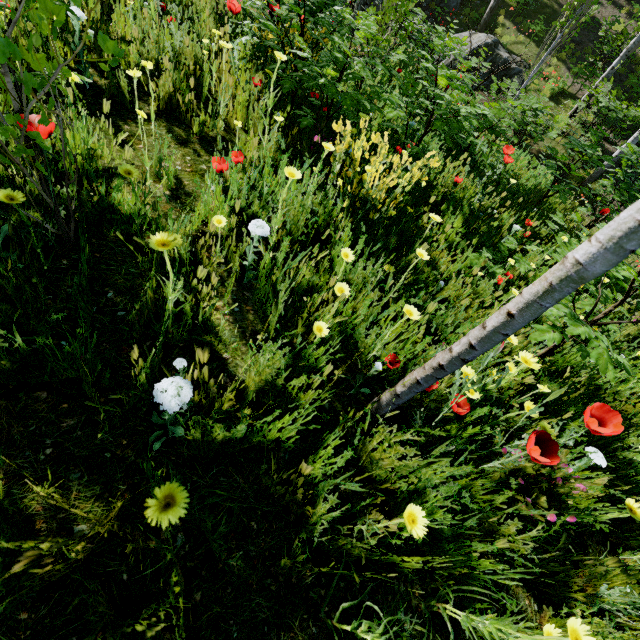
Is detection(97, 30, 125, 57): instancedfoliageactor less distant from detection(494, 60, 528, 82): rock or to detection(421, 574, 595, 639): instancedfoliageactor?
detection(421, 574, 595, 639): instancedfoliageactor

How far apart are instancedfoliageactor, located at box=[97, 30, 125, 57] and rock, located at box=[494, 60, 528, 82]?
14.6m

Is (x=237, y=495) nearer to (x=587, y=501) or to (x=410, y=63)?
(x=587, y=501)

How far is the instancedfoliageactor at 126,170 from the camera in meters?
1.4

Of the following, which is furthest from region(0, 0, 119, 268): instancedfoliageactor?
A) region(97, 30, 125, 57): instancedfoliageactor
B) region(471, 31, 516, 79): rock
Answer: region(471, 31, 516, 79): rock

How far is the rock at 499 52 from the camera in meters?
11.7
